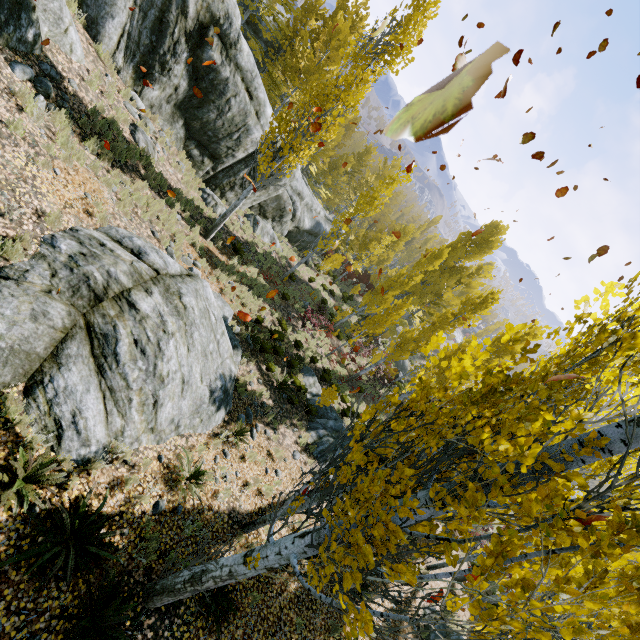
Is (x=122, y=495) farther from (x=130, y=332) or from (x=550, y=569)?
(x=550, y=569)

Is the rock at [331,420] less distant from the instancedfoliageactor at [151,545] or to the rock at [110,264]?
the instancedfoliageactor at [151,545]

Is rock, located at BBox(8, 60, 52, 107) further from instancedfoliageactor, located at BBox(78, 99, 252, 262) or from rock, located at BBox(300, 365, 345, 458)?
rock, located at BBox(300, 365, 345, 458)

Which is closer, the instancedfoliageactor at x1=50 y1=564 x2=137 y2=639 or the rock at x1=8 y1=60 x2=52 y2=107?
the instancedfoliageactor at x1=50 y1=564 x2=137 y2=639

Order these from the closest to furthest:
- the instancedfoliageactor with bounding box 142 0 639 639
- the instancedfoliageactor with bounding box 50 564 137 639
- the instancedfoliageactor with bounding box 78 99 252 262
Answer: the instancedfoliageactor with bounding box 142 0 639 639
the instancedfoliageactor with bounding box 50 564 137 639
the instancedfoliageactor with bounding box 78 99 252 262

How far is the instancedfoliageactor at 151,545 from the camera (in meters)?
5.31

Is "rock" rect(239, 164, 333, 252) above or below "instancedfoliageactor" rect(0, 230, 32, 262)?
below
